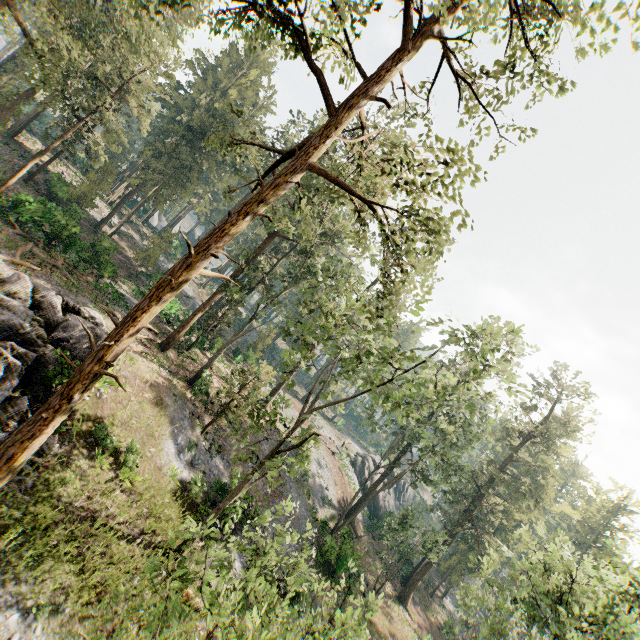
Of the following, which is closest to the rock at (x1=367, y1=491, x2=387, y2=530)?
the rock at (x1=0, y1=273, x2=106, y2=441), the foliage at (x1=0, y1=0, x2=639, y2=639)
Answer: the foliage at (x1=0, y1=0, x2=639, y2=639)

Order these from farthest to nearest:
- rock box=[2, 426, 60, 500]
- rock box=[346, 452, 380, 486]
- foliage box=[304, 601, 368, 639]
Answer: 1. rock box=[346, 452, 380, 486]
2. rock box=[2, 426, 60, 500]
3. foliage box=[304, 601, 368, 639]

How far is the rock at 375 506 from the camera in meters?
44.9

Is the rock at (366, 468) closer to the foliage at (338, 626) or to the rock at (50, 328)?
the foliage at (338, 626)

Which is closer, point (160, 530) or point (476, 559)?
point (160, 530)

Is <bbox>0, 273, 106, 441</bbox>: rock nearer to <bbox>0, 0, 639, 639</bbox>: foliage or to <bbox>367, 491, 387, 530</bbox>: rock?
<bbox>0, 0, 639, 639</bbox>: foliage

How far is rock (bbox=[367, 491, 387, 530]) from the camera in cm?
4488
